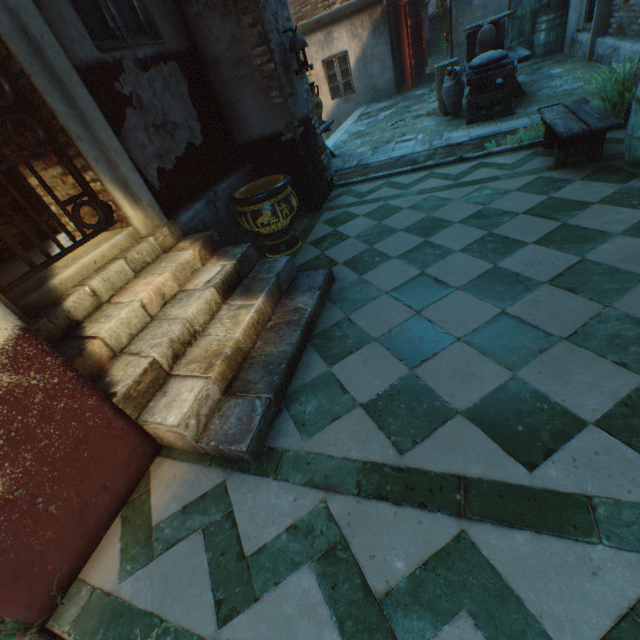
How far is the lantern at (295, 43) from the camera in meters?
4.1

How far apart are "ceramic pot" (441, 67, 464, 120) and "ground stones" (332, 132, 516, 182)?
1.8 meters

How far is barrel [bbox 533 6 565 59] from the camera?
8.5m

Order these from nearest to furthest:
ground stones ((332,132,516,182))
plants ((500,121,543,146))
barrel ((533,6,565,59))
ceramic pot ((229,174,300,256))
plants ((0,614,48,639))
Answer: plants ((0,614,48,639))
ceramic pot ((229,174,300,256))
plants ((500,121,543,146))
ground stones ((332,132,516,182))
barrel ((533,6,565,59))

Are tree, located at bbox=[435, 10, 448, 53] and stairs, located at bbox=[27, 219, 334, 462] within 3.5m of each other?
no

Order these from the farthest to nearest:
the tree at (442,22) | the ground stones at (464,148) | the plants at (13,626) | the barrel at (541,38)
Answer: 1. the tree at (442,22)
2. the barrel at (541,38)
3. the ground stones at (464,148)
4. the plants at (13,626)

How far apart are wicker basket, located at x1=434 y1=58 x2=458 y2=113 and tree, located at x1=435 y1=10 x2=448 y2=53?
30.3m

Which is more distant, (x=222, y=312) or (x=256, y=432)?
(x=222, y=312)
